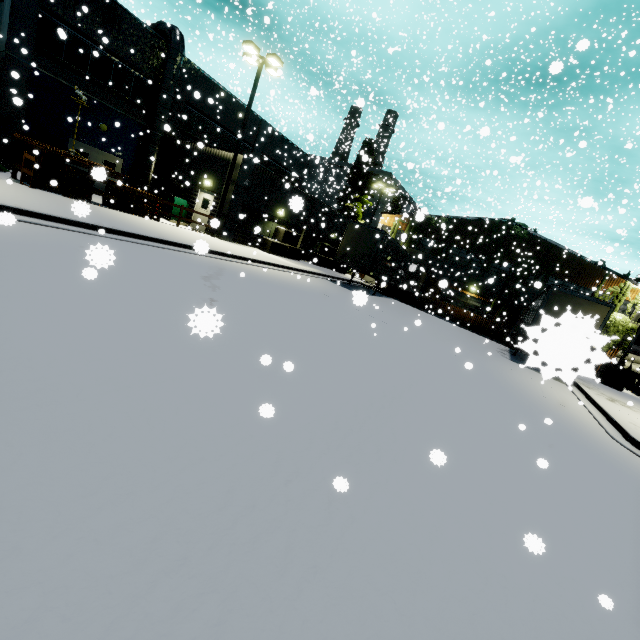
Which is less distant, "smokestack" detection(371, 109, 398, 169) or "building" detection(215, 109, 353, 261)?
"building" detection(215, 109, 353, 261)

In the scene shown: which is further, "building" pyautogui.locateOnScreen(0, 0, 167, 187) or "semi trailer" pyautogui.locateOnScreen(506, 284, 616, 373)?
"building" pyautogui.locateOnScreen(0, 0, 167, 187)

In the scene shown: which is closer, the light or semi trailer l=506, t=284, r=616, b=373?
semi trailer l=506, t=284, r=616, b=373

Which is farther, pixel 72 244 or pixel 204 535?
pixel 72 244

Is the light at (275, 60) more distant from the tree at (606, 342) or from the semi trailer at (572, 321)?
the tree at (606, 342)

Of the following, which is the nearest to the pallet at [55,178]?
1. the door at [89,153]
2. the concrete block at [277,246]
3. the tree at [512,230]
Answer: the door at [89,153]

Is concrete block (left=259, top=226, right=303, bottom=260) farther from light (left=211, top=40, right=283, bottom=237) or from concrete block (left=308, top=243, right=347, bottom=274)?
light (left=211, top=40, right=283, bottom=237)

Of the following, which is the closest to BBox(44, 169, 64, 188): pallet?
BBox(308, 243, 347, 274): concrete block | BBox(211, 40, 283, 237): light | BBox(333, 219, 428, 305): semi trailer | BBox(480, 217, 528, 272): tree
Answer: BBox(333, 219, 428, 305): semi trailer
